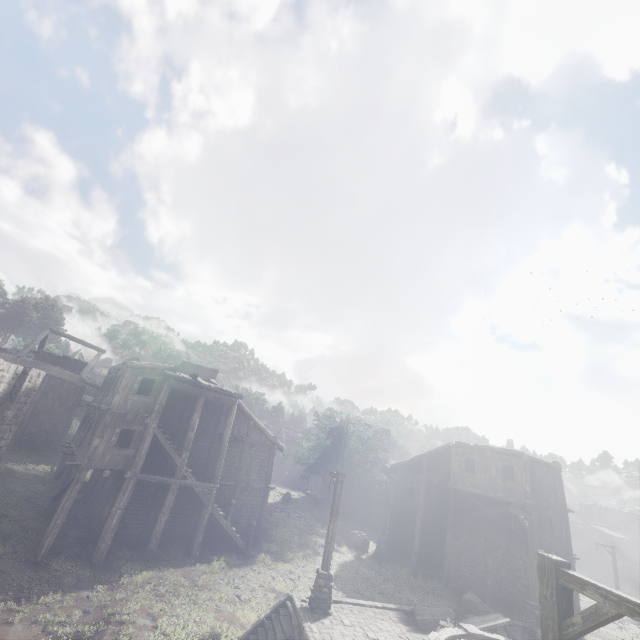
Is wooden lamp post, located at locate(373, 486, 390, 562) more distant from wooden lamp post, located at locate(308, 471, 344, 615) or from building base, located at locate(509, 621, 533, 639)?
building base, located at locate(509, 621, 533, 639)

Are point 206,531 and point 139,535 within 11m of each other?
yes

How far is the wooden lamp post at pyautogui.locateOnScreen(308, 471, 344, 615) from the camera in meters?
12.0

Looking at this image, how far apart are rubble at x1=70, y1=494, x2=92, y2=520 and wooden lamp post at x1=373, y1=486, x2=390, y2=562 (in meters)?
19.36

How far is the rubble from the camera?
18.9m

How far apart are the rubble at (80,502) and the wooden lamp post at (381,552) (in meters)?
19.36

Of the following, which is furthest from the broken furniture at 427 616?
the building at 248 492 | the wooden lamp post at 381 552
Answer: the wooden lamp post at 381 552

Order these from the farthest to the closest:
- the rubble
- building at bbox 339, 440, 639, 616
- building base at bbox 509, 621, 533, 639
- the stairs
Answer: building at bbox 339, 440, 639, 616, the rubble, building base at bbox 509, 621, 533, 639, the stairs
